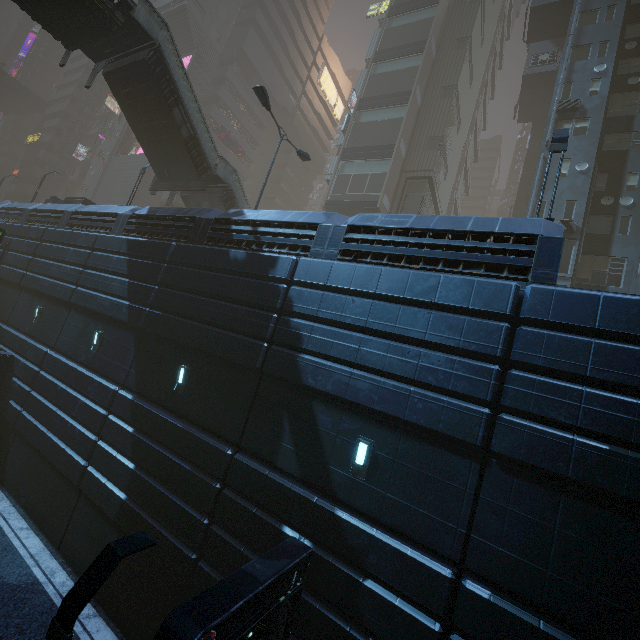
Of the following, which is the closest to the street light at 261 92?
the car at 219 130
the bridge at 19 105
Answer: the car at 219 130

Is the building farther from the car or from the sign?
the car

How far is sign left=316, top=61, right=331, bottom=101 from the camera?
56.5m

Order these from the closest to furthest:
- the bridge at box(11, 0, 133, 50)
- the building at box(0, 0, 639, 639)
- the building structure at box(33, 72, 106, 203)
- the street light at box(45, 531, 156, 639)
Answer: the street light at box(45, 531, 156, 639)
the building at box(0, 0, 639, 639)
the bridge at box(11, 0, 133, 50)
the building structure at box(33, 72, 106, 203)

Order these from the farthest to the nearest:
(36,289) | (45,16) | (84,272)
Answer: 1. (36,289)
2. (84,272)
3. (45,16)

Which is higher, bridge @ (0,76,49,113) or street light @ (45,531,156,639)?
bridge @ (0,76,49,113)

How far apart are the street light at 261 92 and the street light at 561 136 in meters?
11.3 m

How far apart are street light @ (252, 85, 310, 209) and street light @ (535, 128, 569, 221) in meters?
11.3
